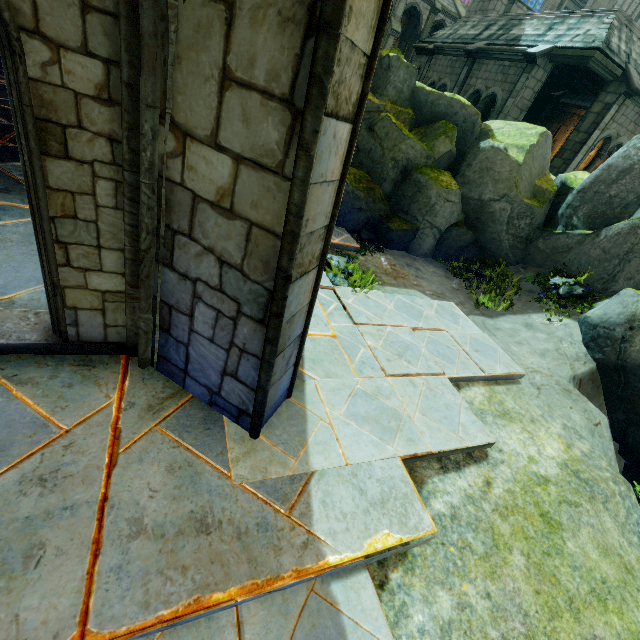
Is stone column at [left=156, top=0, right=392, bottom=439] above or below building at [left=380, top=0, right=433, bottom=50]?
below

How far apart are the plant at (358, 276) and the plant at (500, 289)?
3.8 meters

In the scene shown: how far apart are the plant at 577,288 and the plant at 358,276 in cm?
504

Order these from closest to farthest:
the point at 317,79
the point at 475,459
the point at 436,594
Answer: the point at 317,79 → the point at 436,594 → the point at 475,459

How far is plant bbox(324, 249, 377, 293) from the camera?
6.4 meters

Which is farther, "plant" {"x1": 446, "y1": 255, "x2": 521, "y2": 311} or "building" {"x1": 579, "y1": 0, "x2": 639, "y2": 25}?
"building" {"x1": 579, "y1": 0, "x2": 639, "y2": 25}

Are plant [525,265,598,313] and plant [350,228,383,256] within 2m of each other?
no

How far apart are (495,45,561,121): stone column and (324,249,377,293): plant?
11.3 meters
